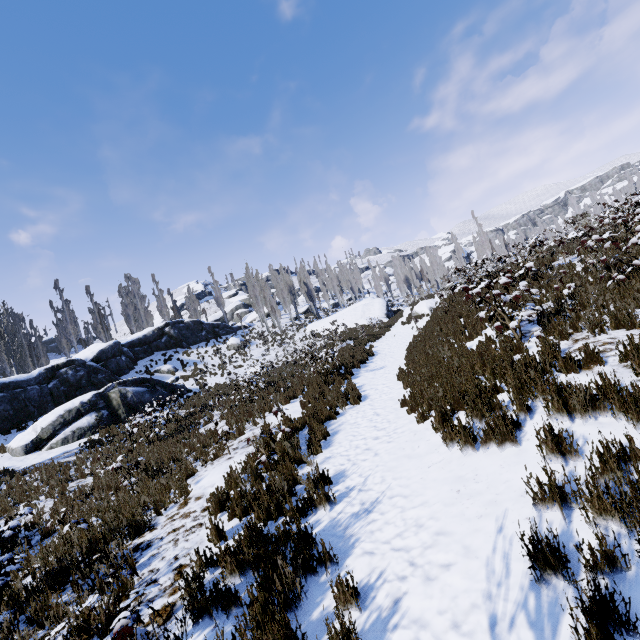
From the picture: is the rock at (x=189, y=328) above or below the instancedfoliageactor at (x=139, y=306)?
below

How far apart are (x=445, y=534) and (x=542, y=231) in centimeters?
2086cm

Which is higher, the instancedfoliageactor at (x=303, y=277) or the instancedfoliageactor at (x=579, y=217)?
the instancedfoliageactor at (x=303, y=277)

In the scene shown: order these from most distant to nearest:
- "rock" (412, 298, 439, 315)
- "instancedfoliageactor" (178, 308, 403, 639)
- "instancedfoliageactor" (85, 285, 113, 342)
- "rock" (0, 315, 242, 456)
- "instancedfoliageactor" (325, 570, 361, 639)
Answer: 1. "instancedfoliageactor" (85, 285, 113, 342)
2. "rock" (412, 298, 439, 315)
3. "rock" (0, 315, 242, 456)
4. "instancedfoliageactor" (178, 308, 403, 639)
5. "instancedfoliageactor" (325, 570, 361, 639)

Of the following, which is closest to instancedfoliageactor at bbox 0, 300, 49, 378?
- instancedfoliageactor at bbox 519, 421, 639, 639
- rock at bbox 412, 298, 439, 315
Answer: instancedfoliageactor at bbox 519, 421, 639, 639

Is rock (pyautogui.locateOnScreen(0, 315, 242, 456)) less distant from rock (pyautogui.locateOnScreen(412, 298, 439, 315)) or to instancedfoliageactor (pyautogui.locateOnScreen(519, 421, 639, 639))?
rock (pyautogui.locateOnScreen(412, 298, 439, 315))

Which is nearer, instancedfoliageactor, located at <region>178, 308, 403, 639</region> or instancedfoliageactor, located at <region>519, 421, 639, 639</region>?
instancedfoliageactor, located at <region>519, 421, 639, 639</region>

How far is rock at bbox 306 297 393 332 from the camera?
33.62m
